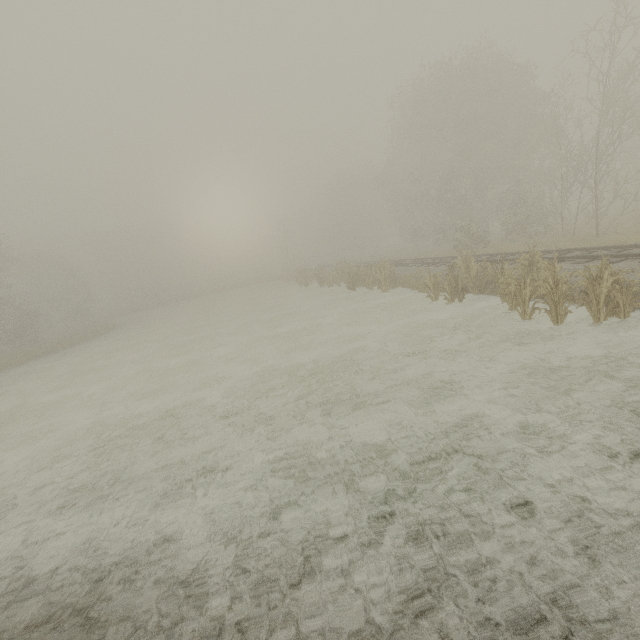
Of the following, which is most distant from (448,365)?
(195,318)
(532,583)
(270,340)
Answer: (195,318)
